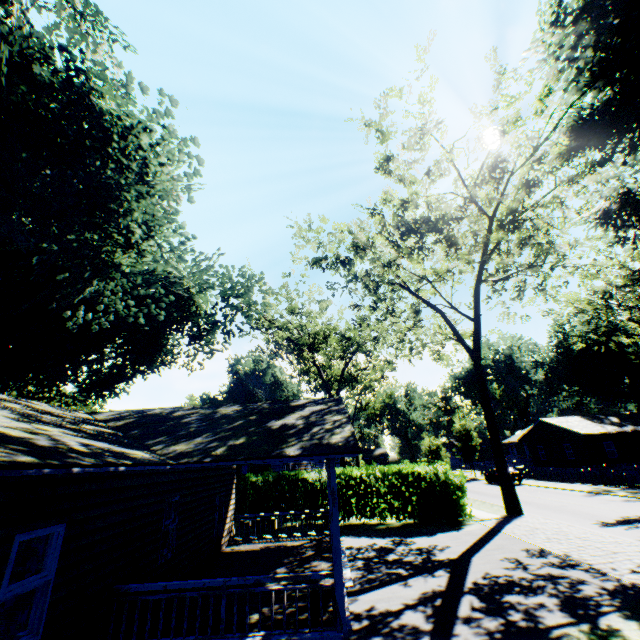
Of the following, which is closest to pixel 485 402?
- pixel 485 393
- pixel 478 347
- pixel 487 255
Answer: pixel 485 393

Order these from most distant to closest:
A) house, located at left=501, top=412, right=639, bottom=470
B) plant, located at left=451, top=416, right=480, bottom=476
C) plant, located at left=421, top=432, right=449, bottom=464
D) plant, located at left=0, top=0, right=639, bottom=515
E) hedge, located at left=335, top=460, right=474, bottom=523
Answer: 1. plant, located at left=451, top=416, right=480, bottom=476
2. house, located at left=501, top=412, right=639, bottom=470
3. plant, located at left=421, top=432, right=449, bottom=464
4. hedge, located at left=335, top=460, right=474, bottom=523
5. plant, located at left=0, top=0, right=639, bottom=515

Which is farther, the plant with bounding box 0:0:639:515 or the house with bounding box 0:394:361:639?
the plant with bounding box 0:0:639:515

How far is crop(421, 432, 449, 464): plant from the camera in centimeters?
2895cm

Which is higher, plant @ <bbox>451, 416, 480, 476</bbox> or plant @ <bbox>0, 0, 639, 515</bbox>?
plant @ <bbox>0, 0, 639, 515</bbox>

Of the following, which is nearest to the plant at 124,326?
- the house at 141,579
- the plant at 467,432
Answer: the house at 141,579

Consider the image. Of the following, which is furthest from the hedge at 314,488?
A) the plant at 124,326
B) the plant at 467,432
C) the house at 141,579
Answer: the plant at 467,432

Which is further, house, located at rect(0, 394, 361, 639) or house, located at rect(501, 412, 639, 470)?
house, located at rect(501, 412, 639, 470)
